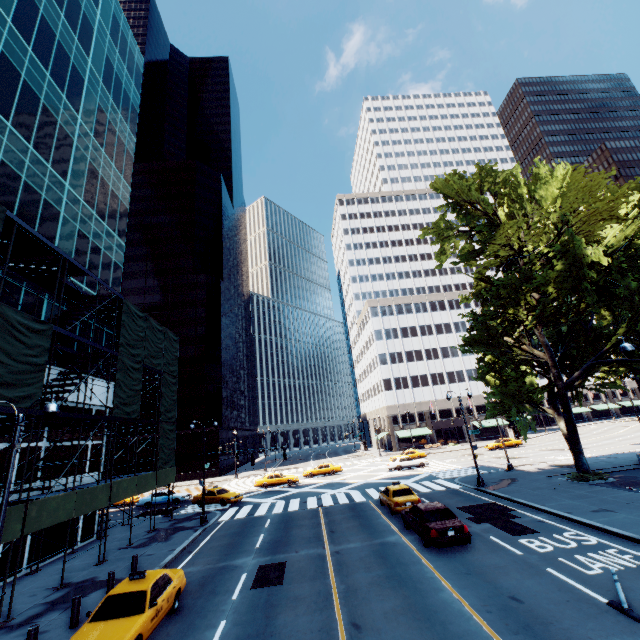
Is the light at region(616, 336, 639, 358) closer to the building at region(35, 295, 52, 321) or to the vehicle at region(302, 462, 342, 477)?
the building at region(35, 295, 52, 321)

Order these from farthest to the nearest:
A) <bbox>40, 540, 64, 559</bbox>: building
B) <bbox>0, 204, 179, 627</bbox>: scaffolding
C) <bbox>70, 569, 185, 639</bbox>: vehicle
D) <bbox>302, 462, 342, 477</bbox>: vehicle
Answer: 1. <bbox>302, 462, 342, 477</bbox>: vehicle
2. <bbox>40, 540, 64, 559</bbox>: building
3. <bbox>0, 204, 179, 627</bbox>: scaffolding
4. <bbox>70, 569, 185, 639</bbox>: vehicle

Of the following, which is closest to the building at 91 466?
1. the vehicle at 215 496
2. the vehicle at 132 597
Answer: the vehicle at 132 597

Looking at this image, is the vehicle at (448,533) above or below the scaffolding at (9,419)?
below

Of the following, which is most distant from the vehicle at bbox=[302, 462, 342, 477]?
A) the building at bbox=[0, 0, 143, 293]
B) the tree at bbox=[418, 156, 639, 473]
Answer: the building at bbox=[0, 0, 143, 293]

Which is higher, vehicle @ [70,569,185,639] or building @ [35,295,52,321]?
building @ [35,295,52,321]

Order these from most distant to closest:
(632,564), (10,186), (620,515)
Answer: (10,186) → (620,515) → (632,564)

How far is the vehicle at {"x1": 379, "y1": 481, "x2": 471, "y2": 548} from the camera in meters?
13.6 m
